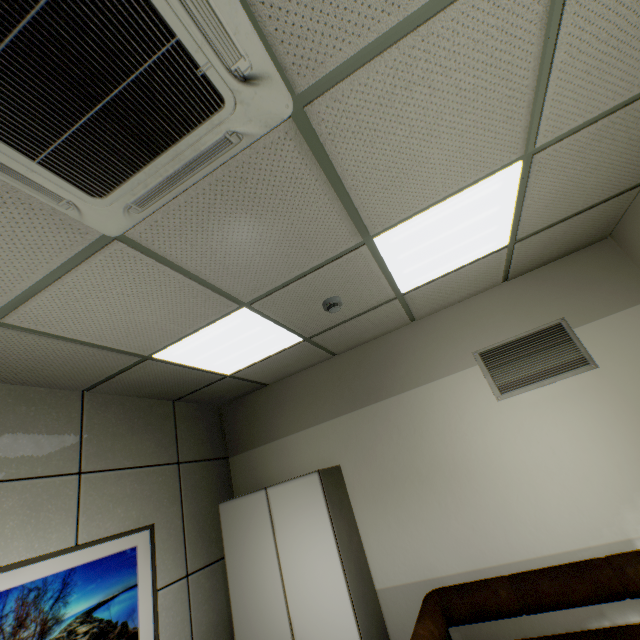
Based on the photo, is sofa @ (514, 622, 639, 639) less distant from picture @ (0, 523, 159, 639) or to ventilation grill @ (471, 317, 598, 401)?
ventilation grill @ (471, 317, 598, 401)

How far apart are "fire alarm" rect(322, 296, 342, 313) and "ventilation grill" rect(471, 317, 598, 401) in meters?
1.6 m

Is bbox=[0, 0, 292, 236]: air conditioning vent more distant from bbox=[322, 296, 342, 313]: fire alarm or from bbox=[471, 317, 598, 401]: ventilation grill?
bbox=[471, 317, 598, 401]: ventilation grill

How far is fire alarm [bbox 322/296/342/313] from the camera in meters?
2.6 m

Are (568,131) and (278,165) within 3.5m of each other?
yes

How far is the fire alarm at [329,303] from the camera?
2.6 meters

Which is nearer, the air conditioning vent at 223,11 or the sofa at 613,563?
the air conditioning vent at 223,11

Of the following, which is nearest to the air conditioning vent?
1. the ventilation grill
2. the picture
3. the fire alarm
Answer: the fire alarm
